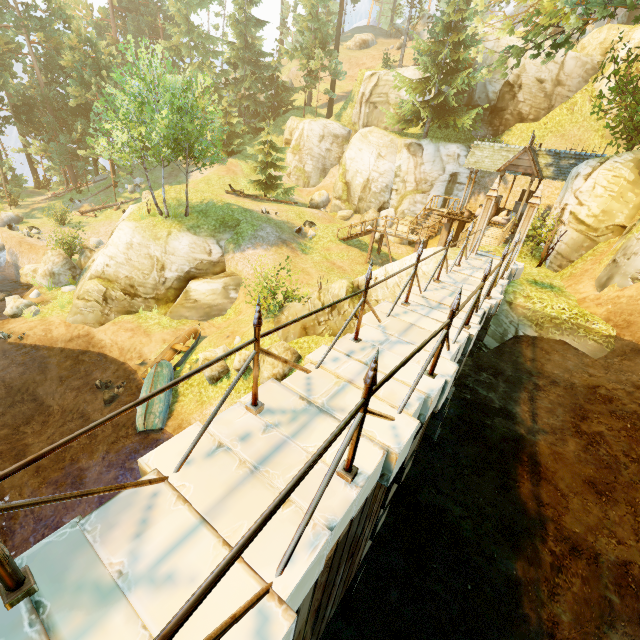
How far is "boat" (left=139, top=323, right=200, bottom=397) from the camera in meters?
14.8 m

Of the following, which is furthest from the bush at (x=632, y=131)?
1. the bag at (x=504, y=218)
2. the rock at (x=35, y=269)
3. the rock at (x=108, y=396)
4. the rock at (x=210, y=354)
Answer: the rock at (x=35, y=269)

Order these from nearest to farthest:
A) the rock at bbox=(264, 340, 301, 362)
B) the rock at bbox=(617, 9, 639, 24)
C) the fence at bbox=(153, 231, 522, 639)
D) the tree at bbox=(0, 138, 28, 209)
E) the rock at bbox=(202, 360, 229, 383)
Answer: the fence at bbox=(153, 231, 522, 639) < the rock at bbox=(264, 340, 301, 362) < the rock at bbox=(202, 360, 229, 383) < the tree at bbox=(0, 138, 28, 209) < the rock at bbox=(617, 9, 639, 24)

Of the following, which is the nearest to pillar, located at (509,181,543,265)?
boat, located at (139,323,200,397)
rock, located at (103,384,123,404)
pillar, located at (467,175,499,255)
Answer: pillar, located at (467,175,499,255)

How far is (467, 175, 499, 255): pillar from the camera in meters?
11.1 m

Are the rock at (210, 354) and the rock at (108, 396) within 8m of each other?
yes

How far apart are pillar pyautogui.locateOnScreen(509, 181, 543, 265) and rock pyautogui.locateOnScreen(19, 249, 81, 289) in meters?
26.0 m

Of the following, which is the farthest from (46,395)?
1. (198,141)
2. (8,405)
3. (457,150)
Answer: (198,141)
